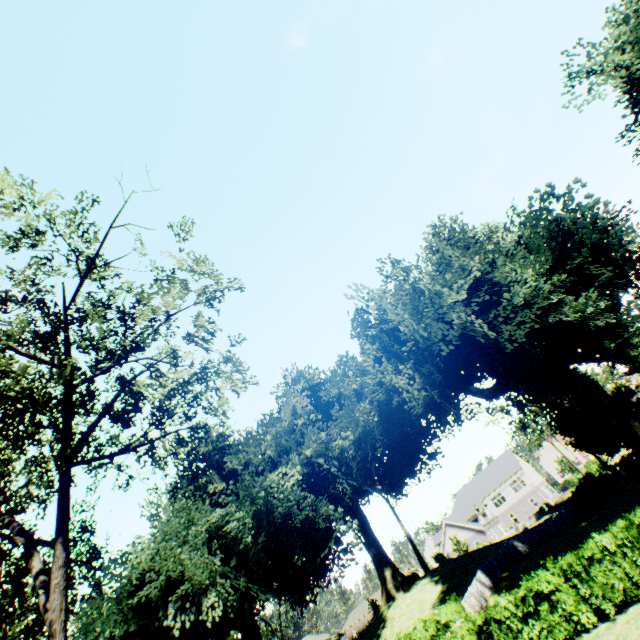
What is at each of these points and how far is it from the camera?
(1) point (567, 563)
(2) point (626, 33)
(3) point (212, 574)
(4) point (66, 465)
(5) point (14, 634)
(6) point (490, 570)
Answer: (1) hedge, 11.93m
(2) plant, 19.55m
(3) plant, 24.61m
(4) tree, 12.15m
(5) plant, 27.45m
(6) fence, 25.12m

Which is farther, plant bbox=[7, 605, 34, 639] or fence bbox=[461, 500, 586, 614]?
plant bbox=[7, 605, 34, 639]

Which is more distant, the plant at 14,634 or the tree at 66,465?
the plant at 14,634

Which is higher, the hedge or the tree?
the tree

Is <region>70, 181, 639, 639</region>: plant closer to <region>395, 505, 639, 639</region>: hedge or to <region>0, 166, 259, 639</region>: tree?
<region>395, 505, 639, 639</region>: hedge

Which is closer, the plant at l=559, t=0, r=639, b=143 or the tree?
the tree

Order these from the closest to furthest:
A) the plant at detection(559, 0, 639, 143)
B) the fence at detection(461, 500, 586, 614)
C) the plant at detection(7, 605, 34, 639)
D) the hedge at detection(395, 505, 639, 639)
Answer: the hedge at detection(395, 505, 639, 639), the plant at detection(559, 0, 639, 143), the fence at detection(461, 500, 586, 614), the plant at detection(7, 605, 34, 639)

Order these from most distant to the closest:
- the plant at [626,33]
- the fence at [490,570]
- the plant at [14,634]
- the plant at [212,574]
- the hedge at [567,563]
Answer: the plant at [14,634]
the fence at [490,570]
the plant at [212,574]
the plant at [626,33]
the hedge at [567,563]
